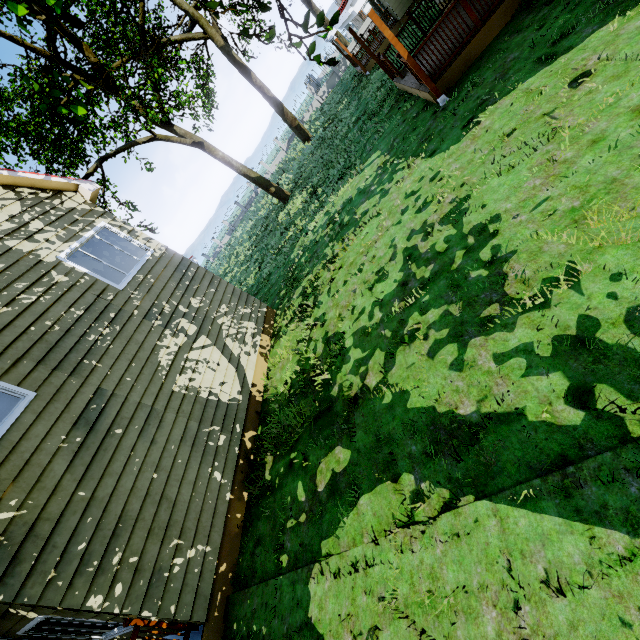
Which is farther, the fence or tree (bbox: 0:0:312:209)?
the fence

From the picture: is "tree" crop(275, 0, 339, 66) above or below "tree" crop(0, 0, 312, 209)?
below

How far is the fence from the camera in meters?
34.1

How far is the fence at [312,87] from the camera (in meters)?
34.14

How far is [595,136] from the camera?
3.9 meters

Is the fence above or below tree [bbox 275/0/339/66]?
below

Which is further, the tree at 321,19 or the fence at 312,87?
the fence at 312,87
